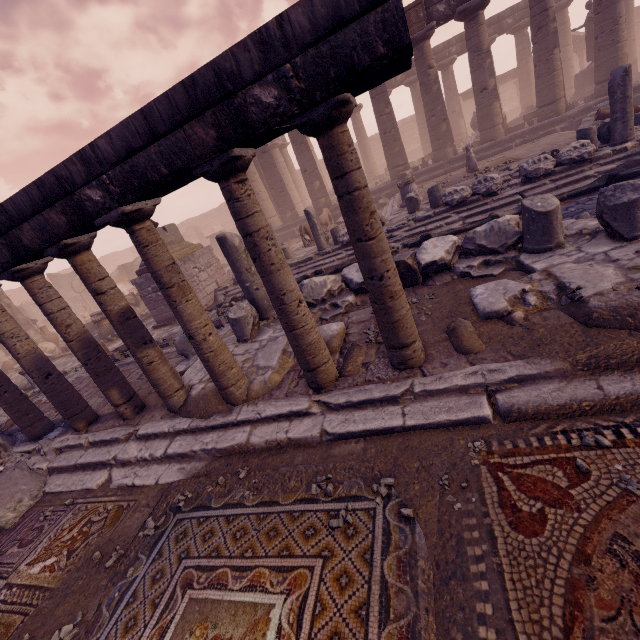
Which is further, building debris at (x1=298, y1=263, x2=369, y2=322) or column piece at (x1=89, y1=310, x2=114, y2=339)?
column piece at (x1=89, y1=310, x2=114, y2=339)

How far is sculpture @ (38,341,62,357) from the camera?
14.62m

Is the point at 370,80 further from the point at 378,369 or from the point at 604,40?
the point at 604,40

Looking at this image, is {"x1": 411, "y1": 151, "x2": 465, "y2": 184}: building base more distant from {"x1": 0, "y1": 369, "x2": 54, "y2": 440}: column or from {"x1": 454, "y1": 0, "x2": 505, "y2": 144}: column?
{"x1": 0, "y1": 369, "x2": 54, "y2": 440}: column

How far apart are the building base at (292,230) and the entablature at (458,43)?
5.29m

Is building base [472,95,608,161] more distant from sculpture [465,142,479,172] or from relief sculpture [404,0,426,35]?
relief sculpture [404,0,426,35]

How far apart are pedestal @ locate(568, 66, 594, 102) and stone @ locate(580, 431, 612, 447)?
22.8m

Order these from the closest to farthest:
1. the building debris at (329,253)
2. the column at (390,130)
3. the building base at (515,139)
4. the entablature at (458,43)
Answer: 1. the building debris at (329,253)
2. the building base at (515,139)
3. the column at (390,130)
4. the entablature at (458,43)
